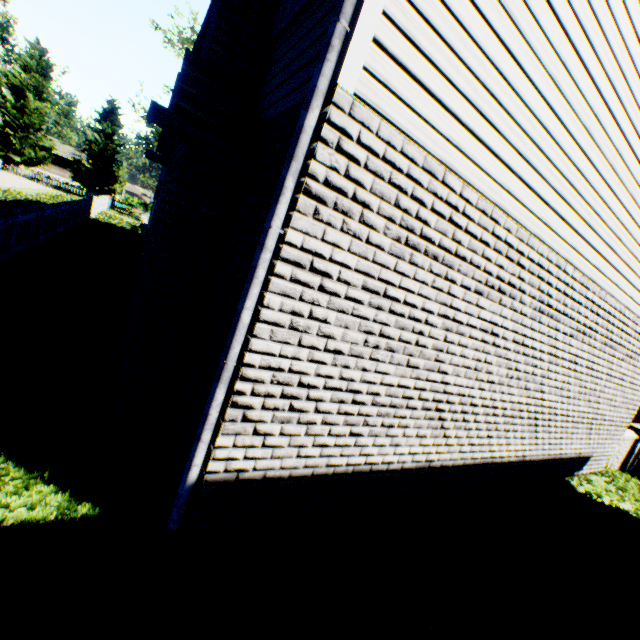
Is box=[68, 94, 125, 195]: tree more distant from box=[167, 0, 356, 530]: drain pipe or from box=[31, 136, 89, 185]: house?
box=[167, 0, 356, 530]: drain pipe

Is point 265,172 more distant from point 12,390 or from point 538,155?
point 12,390

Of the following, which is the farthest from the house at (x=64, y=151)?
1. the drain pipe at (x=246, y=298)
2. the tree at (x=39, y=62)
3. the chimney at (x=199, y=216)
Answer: the drain pipe at (x=246, y=298)

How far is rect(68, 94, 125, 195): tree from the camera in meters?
37.8

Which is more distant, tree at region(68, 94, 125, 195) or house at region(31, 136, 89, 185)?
house at region(31, 136, 89, 185)

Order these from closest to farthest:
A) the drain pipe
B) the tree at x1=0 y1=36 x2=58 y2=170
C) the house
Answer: the drain pipe → the tree at x1=0 y1=36 x2=58 y2=170 → the house

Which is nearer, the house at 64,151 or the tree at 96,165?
the tree at 96,165

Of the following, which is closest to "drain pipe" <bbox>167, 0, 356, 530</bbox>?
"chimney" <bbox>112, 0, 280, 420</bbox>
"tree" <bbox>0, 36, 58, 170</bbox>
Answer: "chimney" <bbox>112, 0, 280, 420</bbox>
